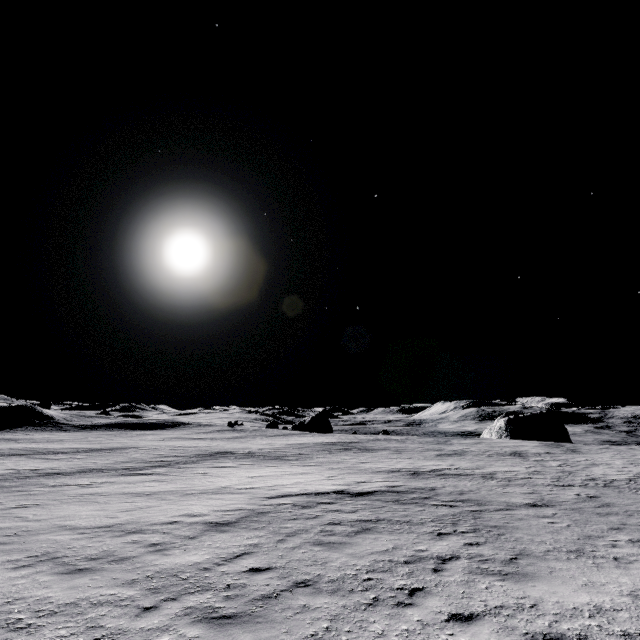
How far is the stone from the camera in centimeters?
5581cm

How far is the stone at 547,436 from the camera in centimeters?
5581cm

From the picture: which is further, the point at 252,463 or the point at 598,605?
the point at 252,463
